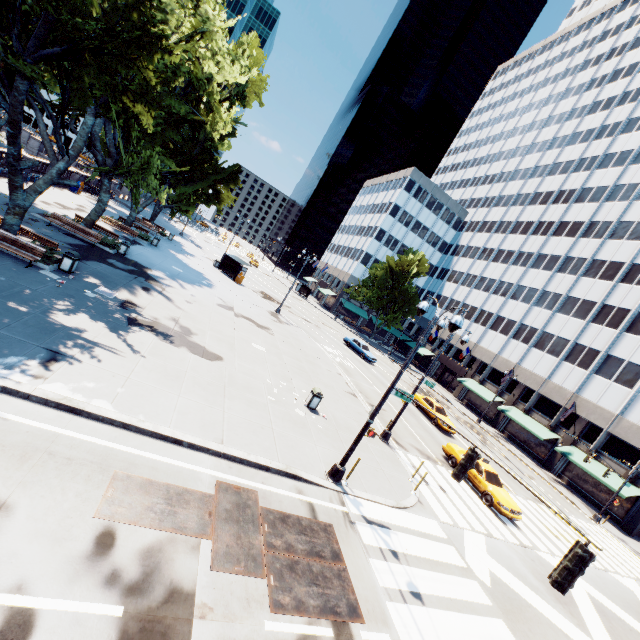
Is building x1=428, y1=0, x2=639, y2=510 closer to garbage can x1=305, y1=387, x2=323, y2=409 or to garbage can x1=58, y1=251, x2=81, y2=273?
garbage can x1=305, y1=387, x2=323, y2=409

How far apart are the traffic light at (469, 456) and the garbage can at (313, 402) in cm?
864

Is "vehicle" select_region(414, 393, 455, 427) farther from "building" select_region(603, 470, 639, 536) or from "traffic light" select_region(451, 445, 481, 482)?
"traffic light" select_region(451, 445, 481, 482)

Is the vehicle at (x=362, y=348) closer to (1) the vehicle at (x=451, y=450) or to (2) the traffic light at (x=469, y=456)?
(1) the vehicle at (x=451, y=450)

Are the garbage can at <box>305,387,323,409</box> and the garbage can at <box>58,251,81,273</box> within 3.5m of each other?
no

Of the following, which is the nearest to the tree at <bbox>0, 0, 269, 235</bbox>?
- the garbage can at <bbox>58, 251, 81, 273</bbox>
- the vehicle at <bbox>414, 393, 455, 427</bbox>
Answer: the garbage can at <bbox>58, 251, 81, 273</bbox>

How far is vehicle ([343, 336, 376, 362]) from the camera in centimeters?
3766cm

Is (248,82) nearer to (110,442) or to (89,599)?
(110,442)
